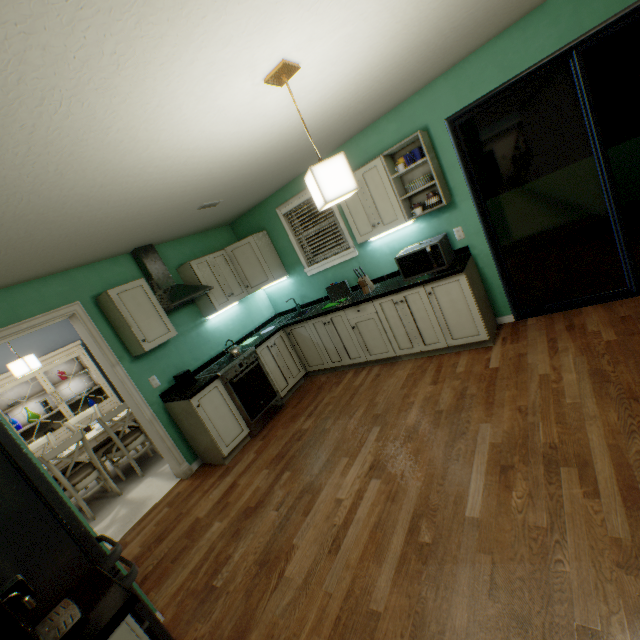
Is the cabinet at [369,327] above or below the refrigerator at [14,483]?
below

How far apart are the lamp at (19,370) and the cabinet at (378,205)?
4.3 meters

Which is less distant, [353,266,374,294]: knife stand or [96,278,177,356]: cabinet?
[96,278,177,356]: cabinet

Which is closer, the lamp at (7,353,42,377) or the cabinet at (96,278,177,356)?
the cabinet at (96,278,177,356)

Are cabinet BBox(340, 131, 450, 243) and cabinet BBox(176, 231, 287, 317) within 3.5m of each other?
yes

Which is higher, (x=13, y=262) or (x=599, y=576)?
(x=13, y=262)

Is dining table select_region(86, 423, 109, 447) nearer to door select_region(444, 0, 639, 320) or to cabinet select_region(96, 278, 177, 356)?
cabinet select_region(96, 278, 177, 356)

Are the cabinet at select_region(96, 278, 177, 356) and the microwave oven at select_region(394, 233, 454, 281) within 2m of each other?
no
